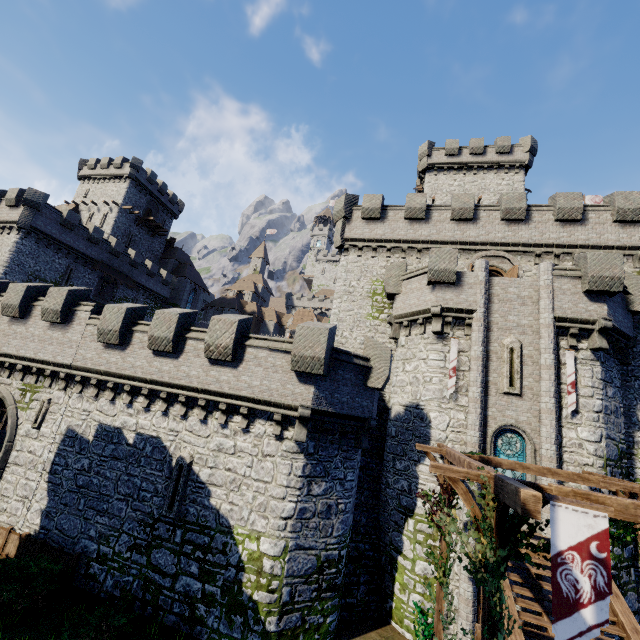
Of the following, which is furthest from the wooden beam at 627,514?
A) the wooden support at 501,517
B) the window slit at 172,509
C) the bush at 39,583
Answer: the bush at 39,583

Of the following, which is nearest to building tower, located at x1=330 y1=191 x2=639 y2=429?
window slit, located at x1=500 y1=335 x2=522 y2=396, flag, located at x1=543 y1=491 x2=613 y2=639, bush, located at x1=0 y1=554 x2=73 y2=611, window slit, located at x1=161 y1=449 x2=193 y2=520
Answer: window slit, located at x1=500 y1=335 x2=522 y2=396

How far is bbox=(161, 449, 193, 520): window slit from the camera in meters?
12.8

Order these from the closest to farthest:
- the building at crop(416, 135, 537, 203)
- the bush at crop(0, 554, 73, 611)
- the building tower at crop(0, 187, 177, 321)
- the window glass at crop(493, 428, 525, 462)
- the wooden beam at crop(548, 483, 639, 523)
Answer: the wooden beam at crop(548, 483, 639, 523) → the bush at crop(0, 554, 73, 611) → the window glass at crop(493, 428, 525, 462) → the building tower at crop(0, 187, 177, 321) → the building at crop(416, 135, 537, 203)

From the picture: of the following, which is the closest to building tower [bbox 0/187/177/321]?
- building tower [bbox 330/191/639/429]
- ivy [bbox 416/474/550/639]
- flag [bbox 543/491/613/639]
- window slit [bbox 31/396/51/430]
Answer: window slit [bbox 31/396/51/430]

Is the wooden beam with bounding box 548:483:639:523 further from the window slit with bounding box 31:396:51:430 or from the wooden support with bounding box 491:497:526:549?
the window slit with bounding box 31:396:51:430

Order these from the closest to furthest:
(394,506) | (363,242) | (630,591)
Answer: (630,591)
(394,506)
(363,242)

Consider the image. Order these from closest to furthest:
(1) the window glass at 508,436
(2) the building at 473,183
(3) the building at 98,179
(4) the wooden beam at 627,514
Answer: (4) the wooden beam at 627,514 → (1) the window glass at 508,436 → (2) the building at 473,183 → (3) the building at 98,179
